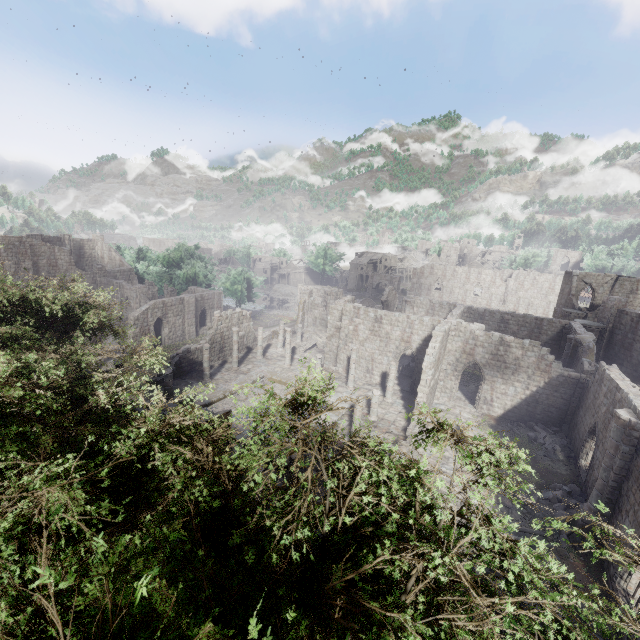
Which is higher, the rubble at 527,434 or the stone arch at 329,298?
the stone arch at 329,298

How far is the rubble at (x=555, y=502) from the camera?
15.66m

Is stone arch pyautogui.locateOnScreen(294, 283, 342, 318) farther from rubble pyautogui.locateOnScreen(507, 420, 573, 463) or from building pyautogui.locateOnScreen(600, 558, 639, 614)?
rubble pyautogui.locateOnScreen(507, 420, 573, 463)

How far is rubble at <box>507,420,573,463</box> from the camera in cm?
2058

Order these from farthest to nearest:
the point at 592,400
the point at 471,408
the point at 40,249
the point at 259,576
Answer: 1. the point at 40,249
2. the point at 471,408
3. the point at 592,400
4. the point at 259,576

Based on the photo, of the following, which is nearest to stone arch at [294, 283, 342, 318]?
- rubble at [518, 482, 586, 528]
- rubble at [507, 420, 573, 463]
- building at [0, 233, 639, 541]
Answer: building at [0, 233, 639, 541]

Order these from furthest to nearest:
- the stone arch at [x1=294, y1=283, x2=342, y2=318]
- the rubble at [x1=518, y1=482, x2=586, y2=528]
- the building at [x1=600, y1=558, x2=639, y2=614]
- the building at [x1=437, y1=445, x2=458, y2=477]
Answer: the stone arch at [x1=294, y1=283, x2=342, y2=318], the building at [x1=437, y1=445, x2=458, y2=477], the rubble at [x1=518, y1=482, x2=586, y2=528], the building at [x1=600, y1=558, x2=639, y2=614]

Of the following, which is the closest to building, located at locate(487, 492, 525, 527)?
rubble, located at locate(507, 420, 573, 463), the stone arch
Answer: rubble, located at locate(507, 420, 573, 463)
